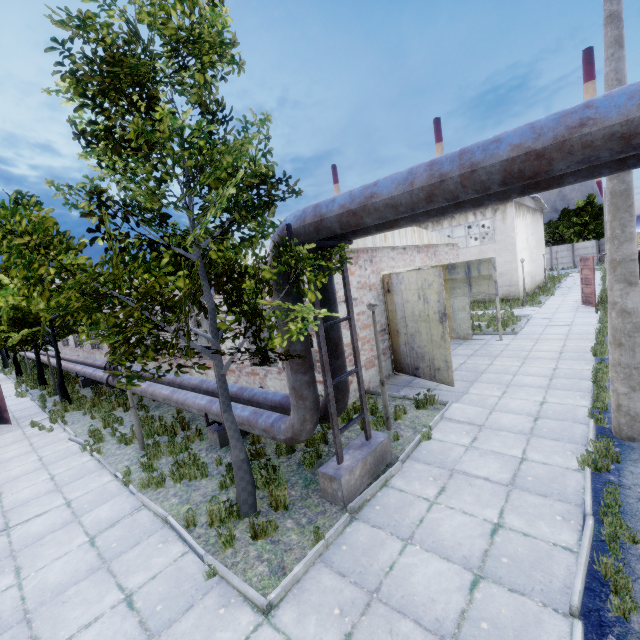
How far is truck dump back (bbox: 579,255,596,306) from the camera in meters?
18.7 m

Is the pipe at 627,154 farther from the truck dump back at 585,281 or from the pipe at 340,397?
the truck dump back at 585,281

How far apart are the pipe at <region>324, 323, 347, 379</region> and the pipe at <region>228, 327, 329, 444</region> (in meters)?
0.37

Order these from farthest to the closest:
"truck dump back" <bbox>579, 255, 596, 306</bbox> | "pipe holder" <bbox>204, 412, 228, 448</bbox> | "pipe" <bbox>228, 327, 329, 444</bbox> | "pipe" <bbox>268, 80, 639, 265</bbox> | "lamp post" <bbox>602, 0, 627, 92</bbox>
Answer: "truck dump back" <bbox>579, 255, 596, 306</bbox> < "pipe holder" <bbox>204, 412, 228, 448</bbox> < "pipe" <bbox>228, 327, 329, 444</bbox> < "lamp post" <bbox>602, 0, 627, 92</bbox> < "pipe" <bbox>268, 80, 639, 265</bbox>

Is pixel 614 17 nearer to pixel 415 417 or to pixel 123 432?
pixel 415 417

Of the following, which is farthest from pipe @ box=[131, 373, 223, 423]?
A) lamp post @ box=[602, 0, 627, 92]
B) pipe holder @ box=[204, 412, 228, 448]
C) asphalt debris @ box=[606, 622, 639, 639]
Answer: asphalt debris @ box=[606, 622, 639, 639]

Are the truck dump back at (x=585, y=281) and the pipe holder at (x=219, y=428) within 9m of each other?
no
